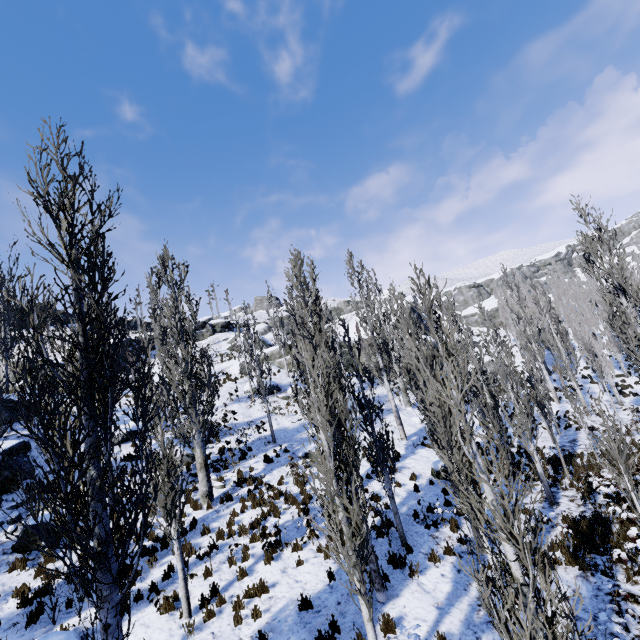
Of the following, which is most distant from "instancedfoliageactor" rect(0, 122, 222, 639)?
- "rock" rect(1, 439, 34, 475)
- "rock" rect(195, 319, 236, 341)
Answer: "rock" rect(195, 319, 236, 341)

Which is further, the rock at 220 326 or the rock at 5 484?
the rock at 220 326

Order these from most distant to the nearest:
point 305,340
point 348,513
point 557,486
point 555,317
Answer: point 555,317 → point 557,486 → point 305,340 → point 348,513

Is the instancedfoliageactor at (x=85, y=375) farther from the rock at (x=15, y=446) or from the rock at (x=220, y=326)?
the rock at (x=220, y=326)

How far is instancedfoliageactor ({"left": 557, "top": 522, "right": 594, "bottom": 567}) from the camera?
8.6m

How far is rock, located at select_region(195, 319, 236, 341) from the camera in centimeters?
5171cm

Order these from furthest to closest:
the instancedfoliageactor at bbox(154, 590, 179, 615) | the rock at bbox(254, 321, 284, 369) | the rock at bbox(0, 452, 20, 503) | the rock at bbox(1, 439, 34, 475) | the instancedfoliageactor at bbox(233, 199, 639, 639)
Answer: the rock at bbox(254, 321, 284, 369) → the rock at bbox(1, 439, 34, 475) → the rock at bbox(0, 452, 20, 503) → the instancedfoliageactor at bbox(154, 590, 179, 615) → the instancedfoliageactor at bbox(233, 199, 639, 639)

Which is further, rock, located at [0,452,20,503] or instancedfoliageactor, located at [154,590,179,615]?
rock, located at [0,452,20,503]
